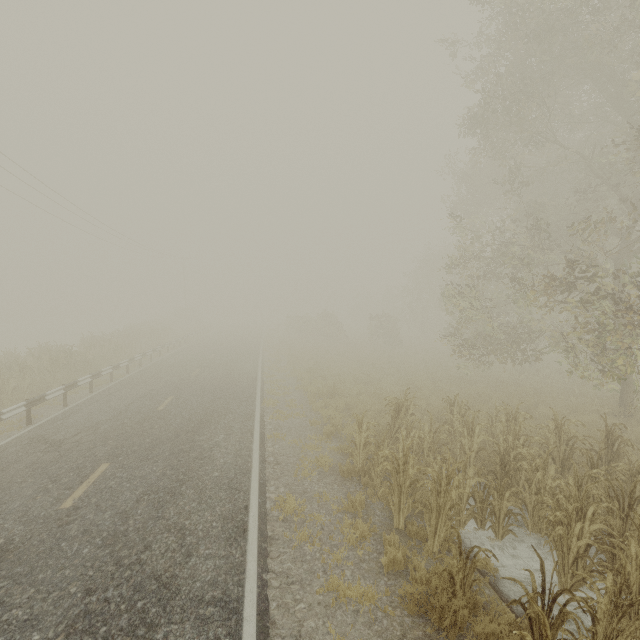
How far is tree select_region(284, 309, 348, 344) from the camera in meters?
35.1

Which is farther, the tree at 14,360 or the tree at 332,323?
the tree at 332,323

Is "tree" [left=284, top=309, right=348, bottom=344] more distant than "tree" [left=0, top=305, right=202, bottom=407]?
Yes

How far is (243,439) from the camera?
9.7m

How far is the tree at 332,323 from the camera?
Answer: 35.1 meters
